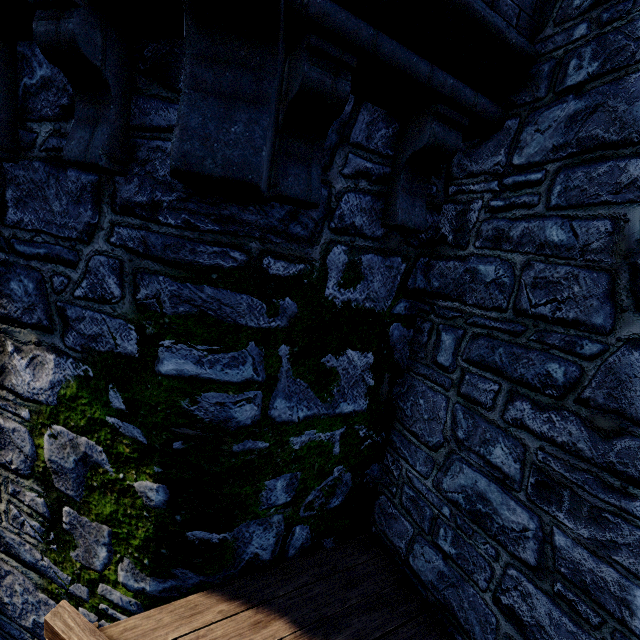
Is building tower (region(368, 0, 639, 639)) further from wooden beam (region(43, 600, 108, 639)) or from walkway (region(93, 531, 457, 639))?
wooden beam (region(43, 600, 108, 639))

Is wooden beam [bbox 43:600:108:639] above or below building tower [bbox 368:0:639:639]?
below

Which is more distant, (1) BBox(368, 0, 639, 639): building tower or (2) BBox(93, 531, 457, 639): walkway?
(2) BBox(93, 531, 457, 639): walkway

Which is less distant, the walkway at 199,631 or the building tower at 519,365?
the building tower at 519,365

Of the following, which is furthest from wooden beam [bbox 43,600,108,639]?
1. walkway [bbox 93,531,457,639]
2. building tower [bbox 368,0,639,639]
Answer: building tower [bbox 368,0,639,639]

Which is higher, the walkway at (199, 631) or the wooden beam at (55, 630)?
the wooden beam at (55, 630)

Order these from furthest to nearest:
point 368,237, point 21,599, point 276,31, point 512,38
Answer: point 21,599 < point 368,237 < point 512,38 < point 276,31
